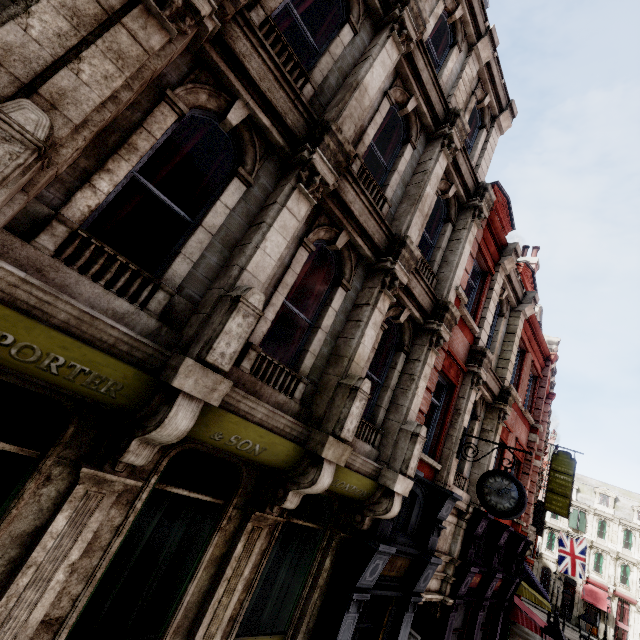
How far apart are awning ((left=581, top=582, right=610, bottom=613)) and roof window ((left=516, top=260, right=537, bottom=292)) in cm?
4587

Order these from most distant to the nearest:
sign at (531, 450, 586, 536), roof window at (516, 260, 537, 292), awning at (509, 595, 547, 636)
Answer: sign at (531, 450, 586, 536) → roof window at (516, 260, 537, 292) → awning at (509, 595, 547, 636)

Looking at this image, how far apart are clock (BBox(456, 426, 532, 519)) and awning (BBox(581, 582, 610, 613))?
50.7 meters

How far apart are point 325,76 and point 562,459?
29.46m

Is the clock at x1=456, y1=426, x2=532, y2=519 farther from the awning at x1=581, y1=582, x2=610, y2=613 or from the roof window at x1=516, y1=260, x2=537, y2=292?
the awning at x1=581, y1=582, x2=610, y2=613

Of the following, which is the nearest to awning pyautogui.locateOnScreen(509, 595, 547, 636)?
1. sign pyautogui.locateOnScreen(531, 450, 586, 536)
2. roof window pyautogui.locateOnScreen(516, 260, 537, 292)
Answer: sign pyautogui.locateOnScreen(531, 450, 586, 536)

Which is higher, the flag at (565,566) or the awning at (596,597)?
the flag at (565,566)

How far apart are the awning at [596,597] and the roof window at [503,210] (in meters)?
50.36
